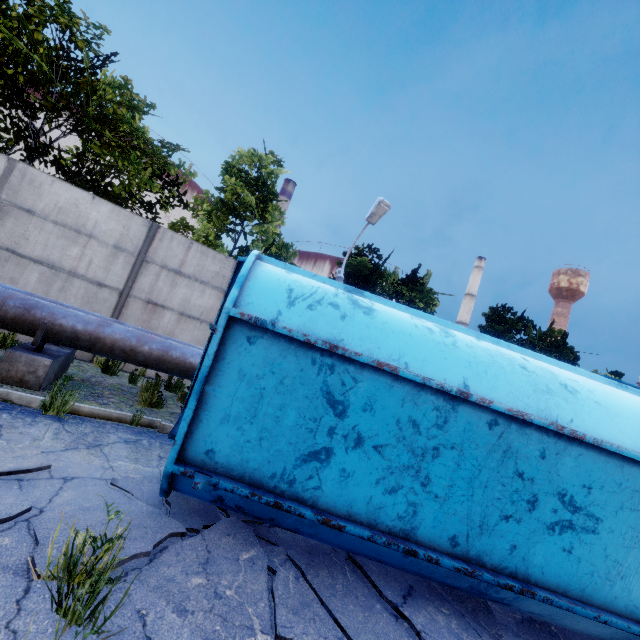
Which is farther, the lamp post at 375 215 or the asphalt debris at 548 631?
the lamp post at 375 215

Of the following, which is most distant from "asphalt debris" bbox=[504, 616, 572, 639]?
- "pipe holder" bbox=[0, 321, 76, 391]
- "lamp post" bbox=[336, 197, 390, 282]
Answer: "pipe holder" bbox=[0, 321, 76, 391]

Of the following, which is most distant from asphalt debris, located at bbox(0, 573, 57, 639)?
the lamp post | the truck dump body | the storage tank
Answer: the storage tank

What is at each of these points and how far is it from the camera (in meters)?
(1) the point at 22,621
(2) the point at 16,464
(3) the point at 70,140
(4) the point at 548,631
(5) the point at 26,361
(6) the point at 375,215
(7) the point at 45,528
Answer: (1) asphalt debris, 1.67
(2) asphalt debris, 2.89
(3) storage tank, 56.78
(4) asphalt debris, 3.23
(5) pipe holder, 4.78
(6) lamp post, 10.41
(7) asphalt debris, 2.35

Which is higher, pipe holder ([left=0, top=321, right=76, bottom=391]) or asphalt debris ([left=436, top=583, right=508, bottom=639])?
pipe holder ([left=0, top=321, right=76, bottom=391])

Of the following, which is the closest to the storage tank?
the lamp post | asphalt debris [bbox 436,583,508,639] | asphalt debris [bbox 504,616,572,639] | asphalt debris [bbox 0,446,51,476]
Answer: the lamp post

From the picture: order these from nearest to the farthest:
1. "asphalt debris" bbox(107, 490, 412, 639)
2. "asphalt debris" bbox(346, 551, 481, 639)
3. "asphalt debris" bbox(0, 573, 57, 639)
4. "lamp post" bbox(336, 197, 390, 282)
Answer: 1. "asphalt debris" bbox(0, 573, 57, 639)
2. "asphalt debris" bbox(107, 490, 412, 639)
3. "asphalt debris" bbox(346, 551, 481, 639)
4. "lamp post" bbox(336, 197, 390, 282)

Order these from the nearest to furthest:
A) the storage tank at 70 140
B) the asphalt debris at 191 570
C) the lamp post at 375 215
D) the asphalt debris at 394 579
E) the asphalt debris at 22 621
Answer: the asphalt debris at 22 621 < the asphalt debris at 191 570 < the asphalt debris at 394 579 < the lamp post at 375 215 < the storage tank at 70 140
